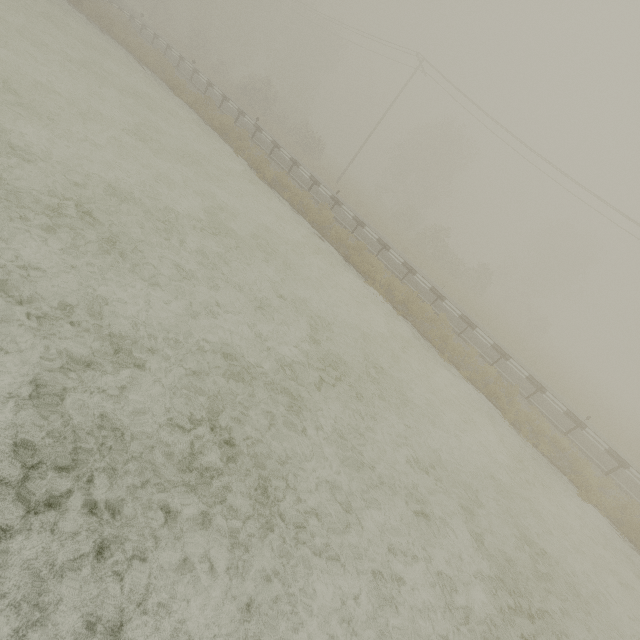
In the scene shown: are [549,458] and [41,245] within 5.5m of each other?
no
